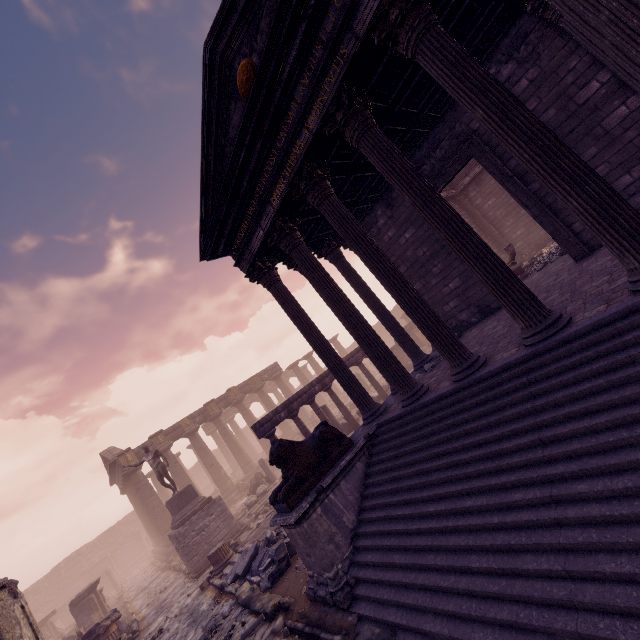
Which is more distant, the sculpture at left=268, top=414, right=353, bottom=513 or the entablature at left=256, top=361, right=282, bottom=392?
the entablature at left=256, top=361, right=282, bottom=392

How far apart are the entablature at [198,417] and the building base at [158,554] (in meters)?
5.29

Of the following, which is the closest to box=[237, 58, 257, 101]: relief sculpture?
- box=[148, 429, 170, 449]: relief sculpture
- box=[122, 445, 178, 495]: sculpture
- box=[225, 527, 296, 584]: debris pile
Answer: box=[225, 527, 296, 584]: debris pile

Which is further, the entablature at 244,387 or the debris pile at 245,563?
the entablature at 244,387

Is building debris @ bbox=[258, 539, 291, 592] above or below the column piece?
below

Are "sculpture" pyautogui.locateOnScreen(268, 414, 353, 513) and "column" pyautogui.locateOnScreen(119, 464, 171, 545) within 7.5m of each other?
no

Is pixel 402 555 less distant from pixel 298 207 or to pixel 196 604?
Result: pixel 298 207

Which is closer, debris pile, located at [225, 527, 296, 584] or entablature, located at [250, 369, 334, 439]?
debris pile, located at [225, 527, 296, 584]
